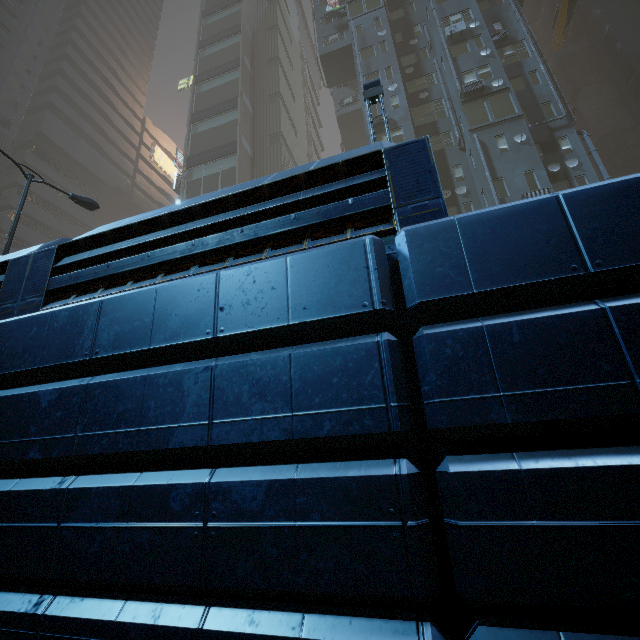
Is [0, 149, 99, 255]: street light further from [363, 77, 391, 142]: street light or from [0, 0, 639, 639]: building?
[363, 77, 391, 142]: street light

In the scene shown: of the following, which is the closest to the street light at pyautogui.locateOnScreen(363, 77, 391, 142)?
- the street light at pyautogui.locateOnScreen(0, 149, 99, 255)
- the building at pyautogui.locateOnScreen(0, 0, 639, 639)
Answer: the building at pyautogui.locateOnScreen(0, 0, 639, 639)

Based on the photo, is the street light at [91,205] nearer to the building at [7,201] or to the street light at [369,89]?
the building at [7,201]

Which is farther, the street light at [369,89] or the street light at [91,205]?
the street light at [91,205]

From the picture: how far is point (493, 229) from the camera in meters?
2.5

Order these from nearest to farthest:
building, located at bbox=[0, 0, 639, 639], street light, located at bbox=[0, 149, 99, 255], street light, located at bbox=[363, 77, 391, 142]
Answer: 1. building, located at bbox=[0, 0, 639, 639]
2. street light, located at bbox=[363, 77, 391, 142]
3. street light, located at bbox=[0, 149, 99, 255]

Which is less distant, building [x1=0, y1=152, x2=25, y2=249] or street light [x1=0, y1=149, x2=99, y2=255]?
street light [x1=0, y1=149, x2=99, y2=255]
